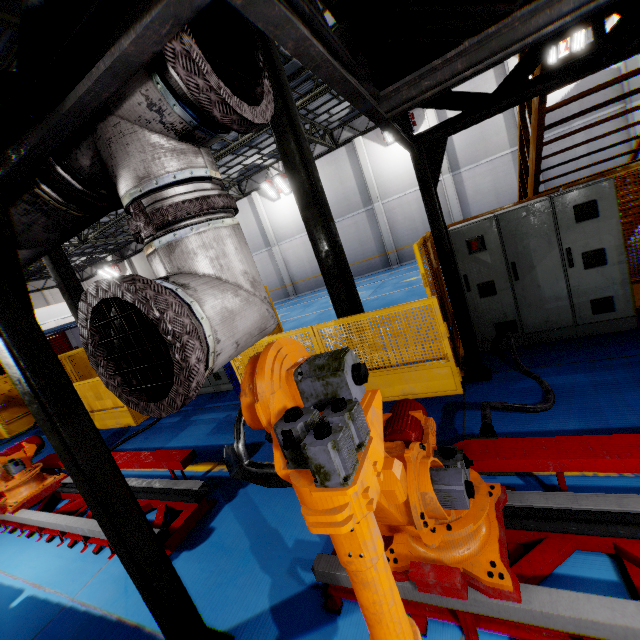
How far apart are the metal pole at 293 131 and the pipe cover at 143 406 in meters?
4.6 m

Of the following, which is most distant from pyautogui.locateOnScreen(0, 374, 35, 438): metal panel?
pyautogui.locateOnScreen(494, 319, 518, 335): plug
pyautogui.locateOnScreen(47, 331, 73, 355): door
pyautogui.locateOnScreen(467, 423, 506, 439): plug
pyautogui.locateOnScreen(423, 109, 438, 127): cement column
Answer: pyautogui.locateOnScreen(47, 331, 73, 355): door

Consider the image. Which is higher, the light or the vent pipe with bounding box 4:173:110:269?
the light

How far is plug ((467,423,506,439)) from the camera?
2.8 meters

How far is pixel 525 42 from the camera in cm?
213

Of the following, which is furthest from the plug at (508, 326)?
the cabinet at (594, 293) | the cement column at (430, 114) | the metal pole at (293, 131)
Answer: the cement column at (430, 114)

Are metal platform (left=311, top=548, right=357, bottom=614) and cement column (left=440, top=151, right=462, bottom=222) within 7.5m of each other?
no

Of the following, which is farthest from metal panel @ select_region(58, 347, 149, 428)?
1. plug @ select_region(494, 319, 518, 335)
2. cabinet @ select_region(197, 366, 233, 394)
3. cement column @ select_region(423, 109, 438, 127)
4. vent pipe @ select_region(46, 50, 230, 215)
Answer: cement column @ select_region(423, 109, 438, 127)
